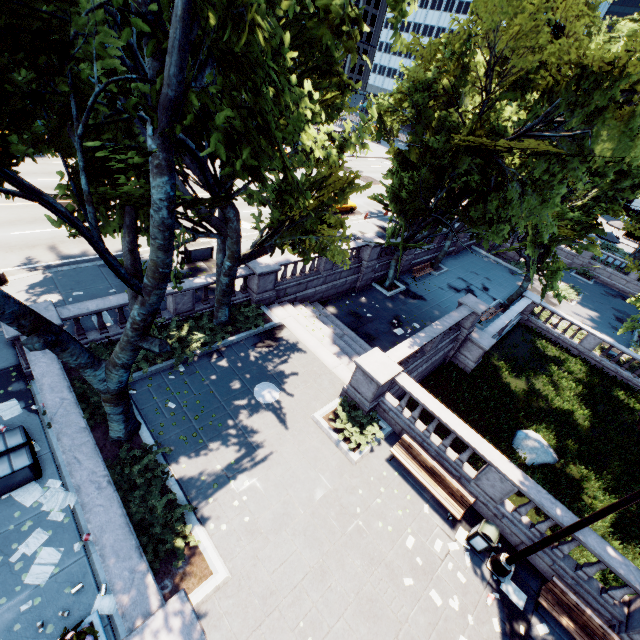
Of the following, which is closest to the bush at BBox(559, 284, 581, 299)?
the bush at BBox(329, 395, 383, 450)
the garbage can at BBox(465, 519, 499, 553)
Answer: the bush at BBox(329, 395, 383, 450)

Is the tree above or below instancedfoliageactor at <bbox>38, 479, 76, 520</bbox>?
above

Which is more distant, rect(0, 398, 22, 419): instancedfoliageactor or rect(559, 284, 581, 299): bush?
rect(559, 284, 581, 299): bush

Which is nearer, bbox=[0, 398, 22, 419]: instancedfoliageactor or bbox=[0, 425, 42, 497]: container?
bbox=[0, 425, 42, 497]: container

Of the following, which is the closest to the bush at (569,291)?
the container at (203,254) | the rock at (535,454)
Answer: the rock at (535,454)

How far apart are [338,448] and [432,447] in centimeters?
360cm

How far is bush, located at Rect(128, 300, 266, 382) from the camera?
12.72m

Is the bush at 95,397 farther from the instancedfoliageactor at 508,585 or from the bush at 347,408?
the instancedfoliageactor at 508,585
